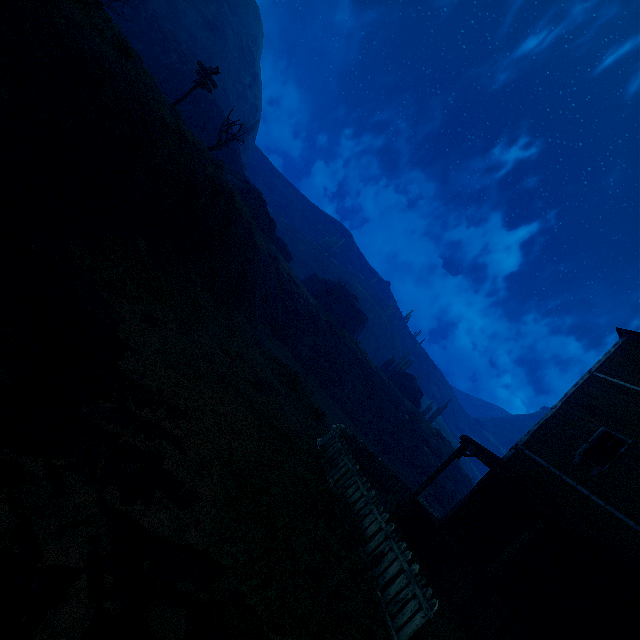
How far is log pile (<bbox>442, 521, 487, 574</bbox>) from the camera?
9.7m

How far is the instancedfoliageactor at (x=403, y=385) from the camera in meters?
37.5

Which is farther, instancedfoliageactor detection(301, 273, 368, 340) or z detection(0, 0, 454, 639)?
instancedfoliageactor detection(301, 273, 368, 340)

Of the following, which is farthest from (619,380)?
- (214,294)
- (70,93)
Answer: (70,93)

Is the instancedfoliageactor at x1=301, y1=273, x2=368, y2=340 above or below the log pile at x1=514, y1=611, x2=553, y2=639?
above

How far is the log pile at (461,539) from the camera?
9.7 meters

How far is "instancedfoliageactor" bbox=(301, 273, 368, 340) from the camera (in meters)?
39.78

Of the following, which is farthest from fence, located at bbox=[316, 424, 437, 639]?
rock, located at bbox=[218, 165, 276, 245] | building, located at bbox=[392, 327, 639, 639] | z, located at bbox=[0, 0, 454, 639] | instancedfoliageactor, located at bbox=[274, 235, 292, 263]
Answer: rock, located at bbox=[218, 165, 276, 245]
